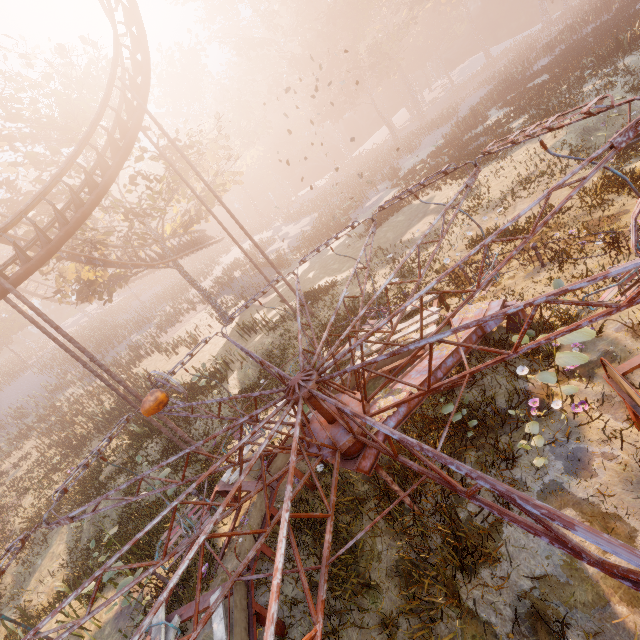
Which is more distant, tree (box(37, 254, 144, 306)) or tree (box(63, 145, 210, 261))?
tree (box(37, 254, 144, 306))

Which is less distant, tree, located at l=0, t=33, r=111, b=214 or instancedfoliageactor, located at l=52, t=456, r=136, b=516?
instancedfoliageactor, located at l=52, t=456, r=136, b=516

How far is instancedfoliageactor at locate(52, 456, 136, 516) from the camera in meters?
14.3 m

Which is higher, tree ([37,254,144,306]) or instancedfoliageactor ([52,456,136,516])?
tree ([37,254,144,306])

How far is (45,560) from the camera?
14.00m

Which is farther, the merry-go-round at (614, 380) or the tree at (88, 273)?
the tree at (88, 273)

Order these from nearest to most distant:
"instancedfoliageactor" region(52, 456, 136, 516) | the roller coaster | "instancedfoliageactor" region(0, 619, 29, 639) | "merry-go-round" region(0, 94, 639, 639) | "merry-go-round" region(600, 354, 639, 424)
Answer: "merry-go-round" region(0, 94, 639, 639) → "merry-go-round" region(600, 354, 639, 424) → "instancedfoliageactor" region(0, 619, 29, 639) → the roller coaster → "instancedfoliageactor" region(52, 456, 136, 516)
